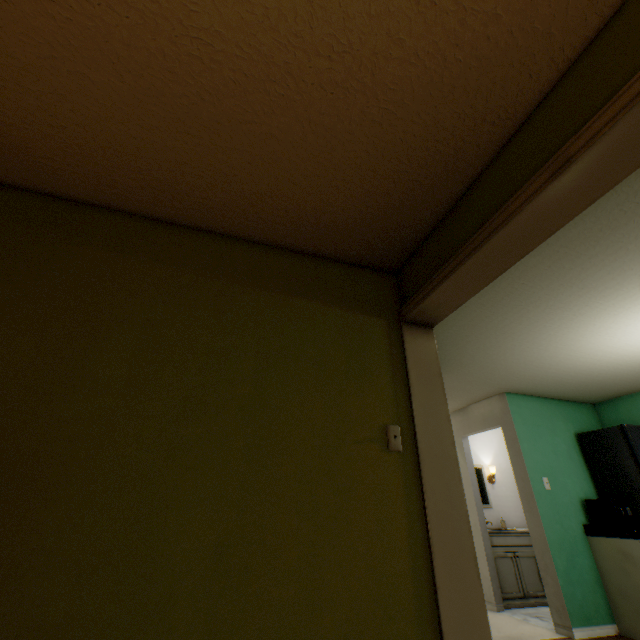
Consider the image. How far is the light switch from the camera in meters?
1.6 m

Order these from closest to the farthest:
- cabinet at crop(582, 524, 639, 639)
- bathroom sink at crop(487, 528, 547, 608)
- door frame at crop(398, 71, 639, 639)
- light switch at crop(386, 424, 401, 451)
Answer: door frame at crop(398, 71, 639, 639) → light switch at crop(386, 424, 401, 451) → cabinet at crop(582, 524, 639, 639) → bathroom sink at crop(487, 528, 547, 608)

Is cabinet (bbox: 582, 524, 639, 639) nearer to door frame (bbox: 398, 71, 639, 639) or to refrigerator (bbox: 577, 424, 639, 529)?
refrigerator (bbox: 577, 424, 639, 529)

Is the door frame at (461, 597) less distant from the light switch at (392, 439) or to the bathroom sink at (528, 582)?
the light switch at (392, 439)

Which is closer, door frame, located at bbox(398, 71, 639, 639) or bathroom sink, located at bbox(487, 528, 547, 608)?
door frame, located at bbox(398, 71, 639, 639)

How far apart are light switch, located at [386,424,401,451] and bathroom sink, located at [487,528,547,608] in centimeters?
421cm

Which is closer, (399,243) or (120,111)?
(120,111)

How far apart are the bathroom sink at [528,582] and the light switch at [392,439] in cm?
421
